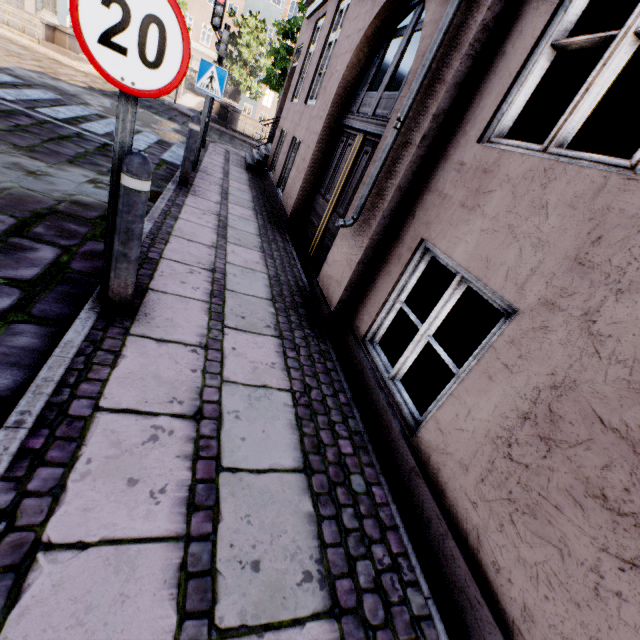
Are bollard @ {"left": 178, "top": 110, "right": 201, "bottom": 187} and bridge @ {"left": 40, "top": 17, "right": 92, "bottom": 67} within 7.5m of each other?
no

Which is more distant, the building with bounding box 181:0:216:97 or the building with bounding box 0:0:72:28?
the building with bounding box 181:0:216:97

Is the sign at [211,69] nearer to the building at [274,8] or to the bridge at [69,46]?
the building at [274,8]

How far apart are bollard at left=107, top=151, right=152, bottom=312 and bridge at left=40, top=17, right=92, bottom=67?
20.1 meters

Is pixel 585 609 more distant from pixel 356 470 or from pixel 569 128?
pixel 569 128

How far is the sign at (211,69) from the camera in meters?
5.8

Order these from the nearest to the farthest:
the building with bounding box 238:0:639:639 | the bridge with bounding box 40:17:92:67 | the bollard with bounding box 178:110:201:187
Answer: the building with bounding box 238:0:639:639, the bollard with bounding box 178:110:201:187, the bridge with bounding box 40:17:92:67

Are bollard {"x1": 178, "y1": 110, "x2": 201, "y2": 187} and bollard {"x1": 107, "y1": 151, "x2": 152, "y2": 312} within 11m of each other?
yes
